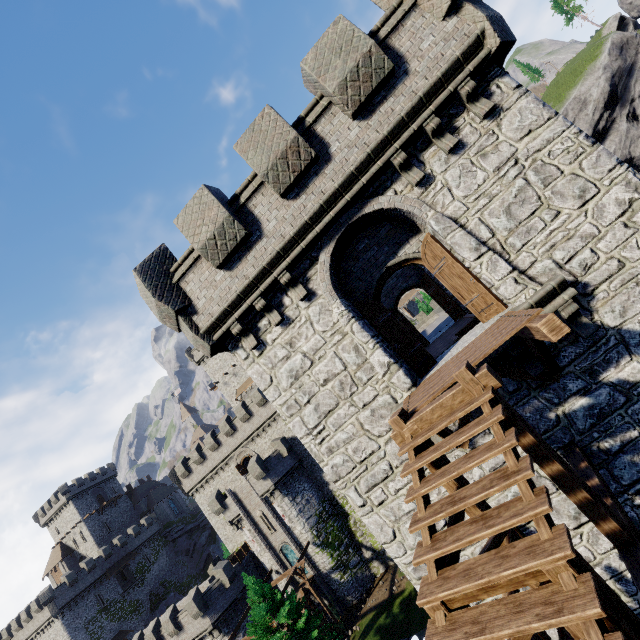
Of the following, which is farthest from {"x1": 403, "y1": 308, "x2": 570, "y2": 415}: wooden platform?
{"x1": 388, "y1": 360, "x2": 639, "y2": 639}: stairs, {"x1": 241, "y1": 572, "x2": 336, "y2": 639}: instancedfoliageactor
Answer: {"x1": 241, "y1": 572, "x2": 336, "y2": 639}: instancedfoliageactor

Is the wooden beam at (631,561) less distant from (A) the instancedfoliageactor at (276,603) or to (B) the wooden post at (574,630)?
(B) the wooden post at (574,630)

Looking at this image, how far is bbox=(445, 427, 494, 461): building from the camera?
7.31m

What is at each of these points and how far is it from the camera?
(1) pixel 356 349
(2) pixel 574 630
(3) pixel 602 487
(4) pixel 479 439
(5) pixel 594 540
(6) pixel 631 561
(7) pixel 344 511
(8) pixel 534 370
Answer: (1) building, 8.23m
(2) wooden post, 4.73m
(3) wooden beam, 5.30m
(4) building, 7.37m
(5) building, 6.71m
(6) wooden beam, 4.06m
(7) building tower, 35.69m
(8) building, 6.88m

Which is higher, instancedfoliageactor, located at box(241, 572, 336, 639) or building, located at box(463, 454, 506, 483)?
building, located at box(463, 454, 506, 483)

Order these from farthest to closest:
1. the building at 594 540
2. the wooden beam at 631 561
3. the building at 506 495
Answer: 1. the building at 506 495
2. the building at 594 540
3. the wooden beam at 631 561
